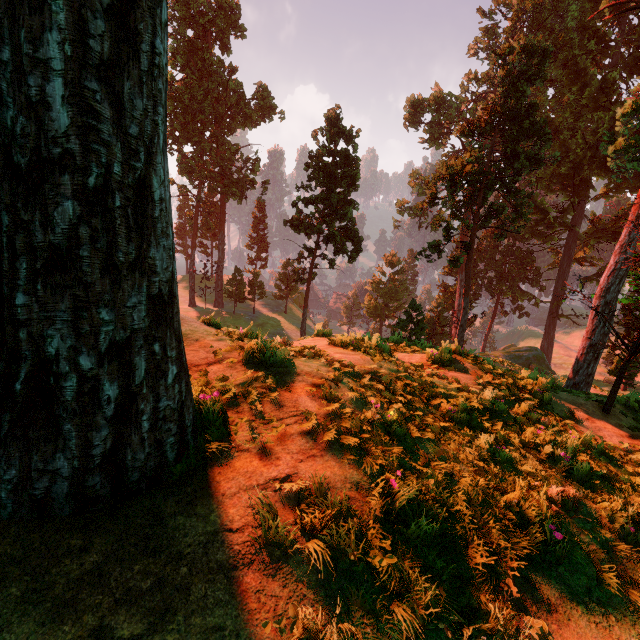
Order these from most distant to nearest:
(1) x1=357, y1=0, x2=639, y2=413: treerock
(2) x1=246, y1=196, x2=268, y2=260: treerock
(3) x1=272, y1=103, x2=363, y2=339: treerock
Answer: (2) x1=246, y1=196, x2=268, y2=260: treerock < (3) x1=272, y1=103, x2=363, y2=339: treerock < (1) x1=357, y1=0, x2=639, y2=413: treerock

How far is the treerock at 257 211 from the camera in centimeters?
5756cm

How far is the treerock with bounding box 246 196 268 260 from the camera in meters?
57.6

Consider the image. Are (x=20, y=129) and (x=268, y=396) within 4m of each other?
yes

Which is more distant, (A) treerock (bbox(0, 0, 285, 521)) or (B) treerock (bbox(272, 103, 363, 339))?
(B) treerock (bbox(272, 103, 363, 339))

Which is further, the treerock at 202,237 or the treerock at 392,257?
the treerock at 392,257
